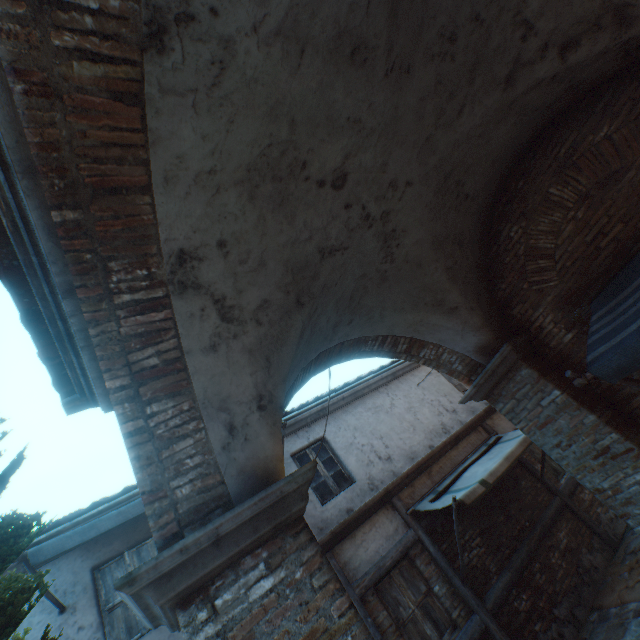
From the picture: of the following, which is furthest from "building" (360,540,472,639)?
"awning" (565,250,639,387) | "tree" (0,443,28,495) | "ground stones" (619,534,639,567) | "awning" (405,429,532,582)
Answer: "awning" (565,250,639,387)

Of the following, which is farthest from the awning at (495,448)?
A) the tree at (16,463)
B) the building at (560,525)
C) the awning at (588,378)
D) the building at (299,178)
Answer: the awning at (588,378)

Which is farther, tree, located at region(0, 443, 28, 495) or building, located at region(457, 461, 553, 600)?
building, located at region(457, 461, 553, 600)

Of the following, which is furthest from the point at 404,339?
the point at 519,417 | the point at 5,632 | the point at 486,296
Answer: the point at 5,632

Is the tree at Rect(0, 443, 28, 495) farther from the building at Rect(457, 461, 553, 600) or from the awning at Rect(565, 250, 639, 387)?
the building at Rect(457, 461, 553, 600)

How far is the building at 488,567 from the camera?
6.66m

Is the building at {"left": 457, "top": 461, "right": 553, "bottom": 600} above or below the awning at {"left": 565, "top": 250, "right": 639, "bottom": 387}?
below

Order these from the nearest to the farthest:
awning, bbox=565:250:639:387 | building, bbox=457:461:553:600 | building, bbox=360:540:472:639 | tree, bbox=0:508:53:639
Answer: tree, bbox=0:508:53:639
awning, bbox=565:250:639:387
building, bbox=360:540:472:639
building, bbox=457:461:553:600
